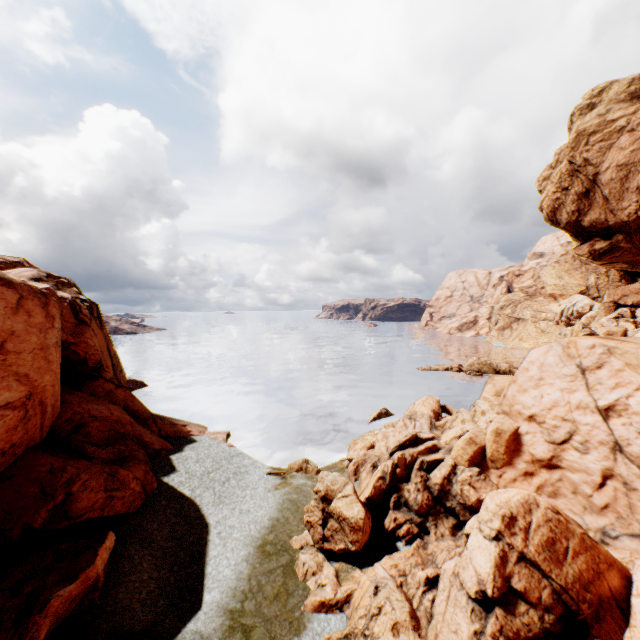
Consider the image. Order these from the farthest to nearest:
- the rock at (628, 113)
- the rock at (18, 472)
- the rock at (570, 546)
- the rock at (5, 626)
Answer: the rock at (628, 113) < the rock at (18, 472) < the rock at (570, 546) < the rock at (5, 626)

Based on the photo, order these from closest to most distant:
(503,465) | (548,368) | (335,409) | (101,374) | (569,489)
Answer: (569,489) → (548,368) → (503,465) → (101,374) → (335,409)

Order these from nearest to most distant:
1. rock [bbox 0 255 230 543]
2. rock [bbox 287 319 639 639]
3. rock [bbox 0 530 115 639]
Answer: rock [bbox 0 530 115 639] < rock [bbox 287 319 639 639] < rock [bbox 0 255 230 543]

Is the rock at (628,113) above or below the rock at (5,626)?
above

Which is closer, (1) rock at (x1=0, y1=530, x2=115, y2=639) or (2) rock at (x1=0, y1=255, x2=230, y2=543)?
(1) rock at (x1=0, y1=530, x2=115, y2=639)
